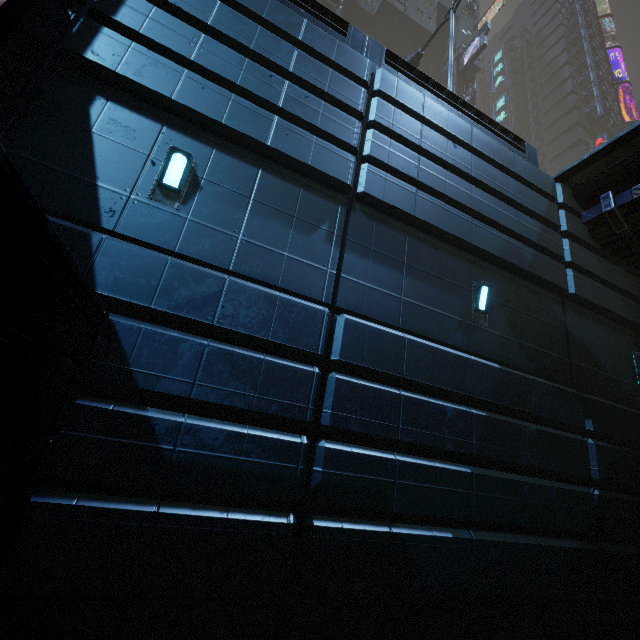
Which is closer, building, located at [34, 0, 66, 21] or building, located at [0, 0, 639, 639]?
building, located at [0, 0, 639, 639]

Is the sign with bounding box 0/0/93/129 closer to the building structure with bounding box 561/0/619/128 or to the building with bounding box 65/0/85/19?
the building with bounding box 65/0/85/19

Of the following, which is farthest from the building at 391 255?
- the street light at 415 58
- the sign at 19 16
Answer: the street light at 415 58

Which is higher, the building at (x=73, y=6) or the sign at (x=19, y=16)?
the building at (x=73, y=6)

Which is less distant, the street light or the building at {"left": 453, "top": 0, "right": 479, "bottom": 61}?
the street light

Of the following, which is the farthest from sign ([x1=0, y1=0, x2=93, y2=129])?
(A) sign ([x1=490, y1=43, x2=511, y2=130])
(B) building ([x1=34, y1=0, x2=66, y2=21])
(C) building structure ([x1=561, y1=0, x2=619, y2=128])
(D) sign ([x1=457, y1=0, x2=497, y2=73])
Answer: (A) sign ([x1=490, y1=43, x2=511, y2=130])

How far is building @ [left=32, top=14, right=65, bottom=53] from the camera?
4.3 meters

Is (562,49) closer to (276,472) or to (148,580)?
(276,472)
